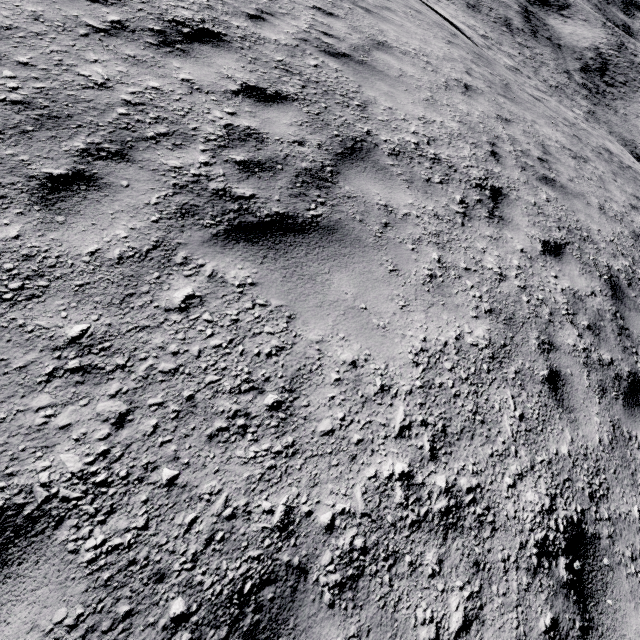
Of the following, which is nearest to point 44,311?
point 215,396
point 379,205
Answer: point 215,396
